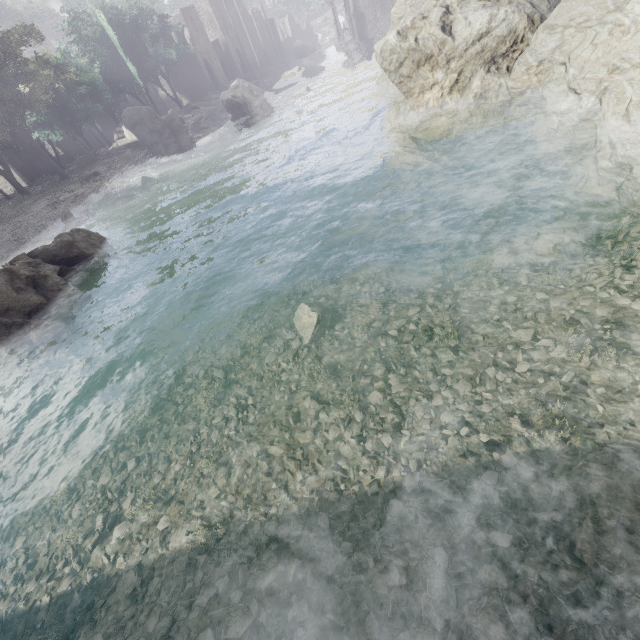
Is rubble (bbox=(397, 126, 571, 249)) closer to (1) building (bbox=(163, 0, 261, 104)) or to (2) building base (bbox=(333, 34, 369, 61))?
(1) building (bbox=(163, 0, 261, 104))

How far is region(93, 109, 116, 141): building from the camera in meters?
47.1

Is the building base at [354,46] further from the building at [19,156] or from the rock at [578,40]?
Answer: the rock at [578,40]

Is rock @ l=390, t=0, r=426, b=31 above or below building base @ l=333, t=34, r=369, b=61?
above

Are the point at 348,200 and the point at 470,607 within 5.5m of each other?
no

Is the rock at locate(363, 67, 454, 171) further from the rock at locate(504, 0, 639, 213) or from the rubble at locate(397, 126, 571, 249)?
the rock at locate(504, 0, 639, 213)

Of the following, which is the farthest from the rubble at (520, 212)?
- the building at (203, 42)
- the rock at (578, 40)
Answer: the building at (203, 42)

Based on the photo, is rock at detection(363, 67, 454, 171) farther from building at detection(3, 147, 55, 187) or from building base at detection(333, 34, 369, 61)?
building base at detection(333, 34, 369, 61)
